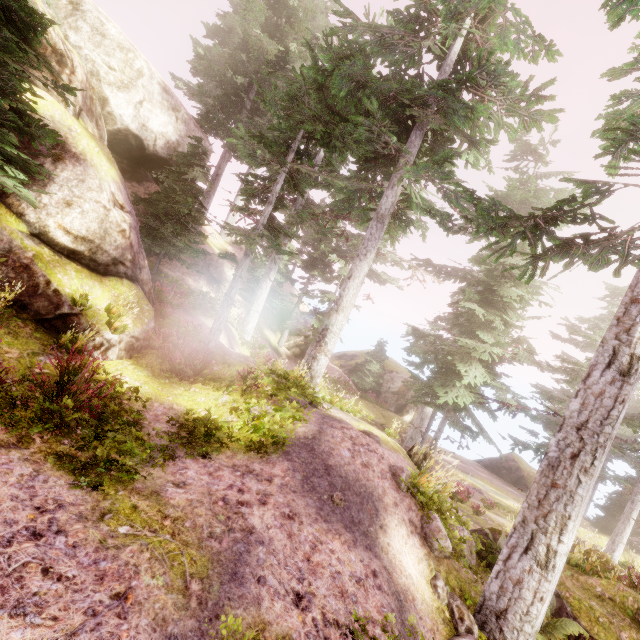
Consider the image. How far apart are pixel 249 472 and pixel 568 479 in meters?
5.5

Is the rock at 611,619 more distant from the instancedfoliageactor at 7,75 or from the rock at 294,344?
the rock at 294,344

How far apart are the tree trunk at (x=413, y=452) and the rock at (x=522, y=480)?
23.3 meters

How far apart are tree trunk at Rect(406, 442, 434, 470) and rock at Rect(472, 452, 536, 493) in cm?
2333

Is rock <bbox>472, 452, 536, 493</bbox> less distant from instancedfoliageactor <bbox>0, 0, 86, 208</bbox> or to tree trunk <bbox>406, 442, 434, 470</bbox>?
instancedfoliageactor <bbox>0, 0, 86, 208</bbox>

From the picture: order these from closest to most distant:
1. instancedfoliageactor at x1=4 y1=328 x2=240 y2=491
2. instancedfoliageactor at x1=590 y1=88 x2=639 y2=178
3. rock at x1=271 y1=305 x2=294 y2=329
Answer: instancedfoliageactor at x1=4 y1=328 x2=240 y2=491 < instancedfoliageactor at x1=590 y1=88 x2=639 y2=178 < rock at x1=271 y1=305 x2=294 y2=329

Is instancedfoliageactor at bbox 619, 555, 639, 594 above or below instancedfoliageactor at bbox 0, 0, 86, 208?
below
